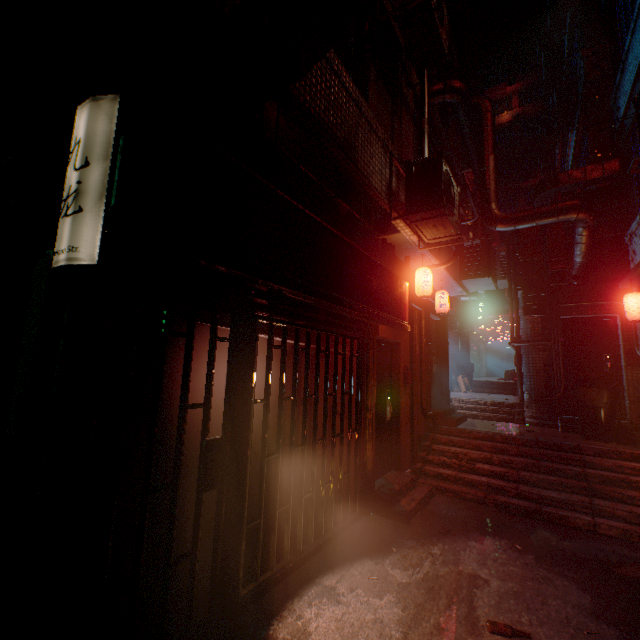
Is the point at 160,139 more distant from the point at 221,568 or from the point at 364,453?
the point at 364,453

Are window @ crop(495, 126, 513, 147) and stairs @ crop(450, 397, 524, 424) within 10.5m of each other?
no

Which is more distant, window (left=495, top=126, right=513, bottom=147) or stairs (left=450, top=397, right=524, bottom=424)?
window (left=495, top=126, right=513, bottom=147)

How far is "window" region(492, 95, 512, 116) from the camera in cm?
2786

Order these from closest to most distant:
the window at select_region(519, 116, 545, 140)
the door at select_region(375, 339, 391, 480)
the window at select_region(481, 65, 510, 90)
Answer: the door at select_region(375, 339, 391, 480) < the window at select_region(519, 116, 545, 140) < the window at select_region(481, 65, 510, 90)

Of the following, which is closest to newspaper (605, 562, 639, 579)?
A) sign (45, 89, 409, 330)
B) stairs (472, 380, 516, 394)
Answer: sign (45, 89, 409, 330)

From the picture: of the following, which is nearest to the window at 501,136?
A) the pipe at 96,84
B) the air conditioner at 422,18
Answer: the pipe at 96,84

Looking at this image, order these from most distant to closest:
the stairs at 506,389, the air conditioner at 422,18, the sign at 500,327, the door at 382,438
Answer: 1. the sign at 500,327
2. the stairs at 506,389
3. the door at 382,438
4. the air conditioner at 422,18
